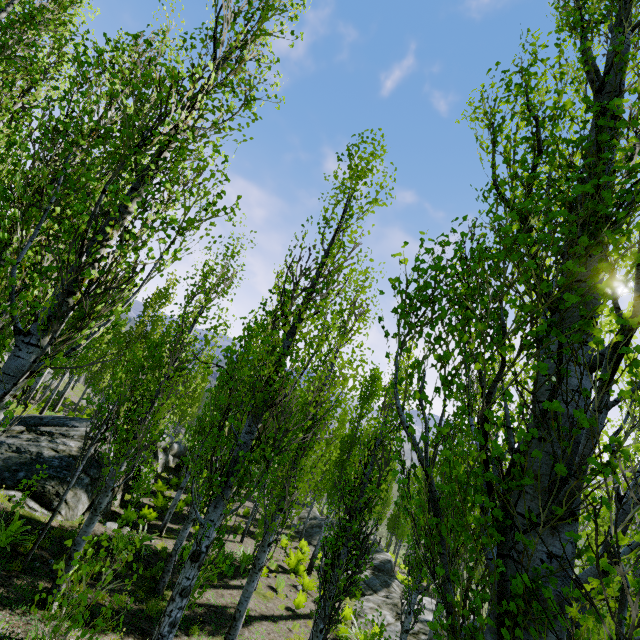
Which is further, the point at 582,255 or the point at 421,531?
the point at 421,531

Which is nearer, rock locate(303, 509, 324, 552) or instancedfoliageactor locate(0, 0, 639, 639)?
instancedfoliageactor locate(0, 0, 639, 639)

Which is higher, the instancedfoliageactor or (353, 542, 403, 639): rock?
the instancedfoliageactor

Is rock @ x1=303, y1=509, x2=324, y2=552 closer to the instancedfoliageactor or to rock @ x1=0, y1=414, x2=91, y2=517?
the instancedfoliageactor

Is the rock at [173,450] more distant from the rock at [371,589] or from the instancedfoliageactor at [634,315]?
the rock at [371,589]

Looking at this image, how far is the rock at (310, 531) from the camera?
22.0m

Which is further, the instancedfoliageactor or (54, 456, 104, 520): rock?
(54, 456, 104, 520): rock
